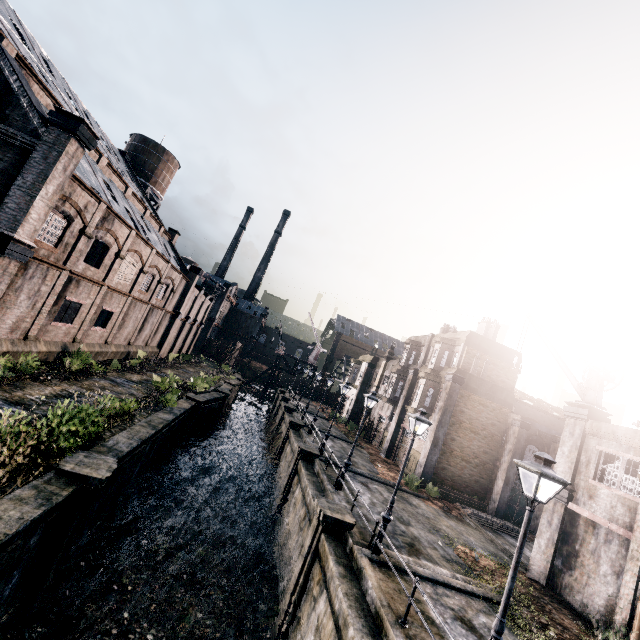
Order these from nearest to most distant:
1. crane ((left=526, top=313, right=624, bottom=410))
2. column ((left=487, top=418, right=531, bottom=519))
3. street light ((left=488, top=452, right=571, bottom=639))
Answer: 1. street light ((left=488, top=452, right=571, bottom=639))
2. crane ((left=526, top=313, right=624, bottom=410))
3. column ((left=487, top=418, right=531, bottom=519))

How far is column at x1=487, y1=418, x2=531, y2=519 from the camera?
25.09m

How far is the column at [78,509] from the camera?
9.8 meters

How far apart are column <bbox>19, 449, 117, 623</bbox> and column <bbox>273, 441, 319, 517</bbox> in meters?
12.5

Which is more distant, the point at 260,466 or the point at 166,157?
the point at 166,157

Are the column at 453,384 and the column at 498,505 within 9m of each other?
yes

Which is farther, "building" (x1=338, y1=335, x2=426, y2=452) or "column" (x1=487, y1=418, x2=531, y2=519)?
"building" (x1=338, y1=335, x2=426, y2=452)

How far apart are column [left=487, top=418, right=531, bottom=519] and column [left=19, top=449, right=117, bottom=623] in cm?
2663
